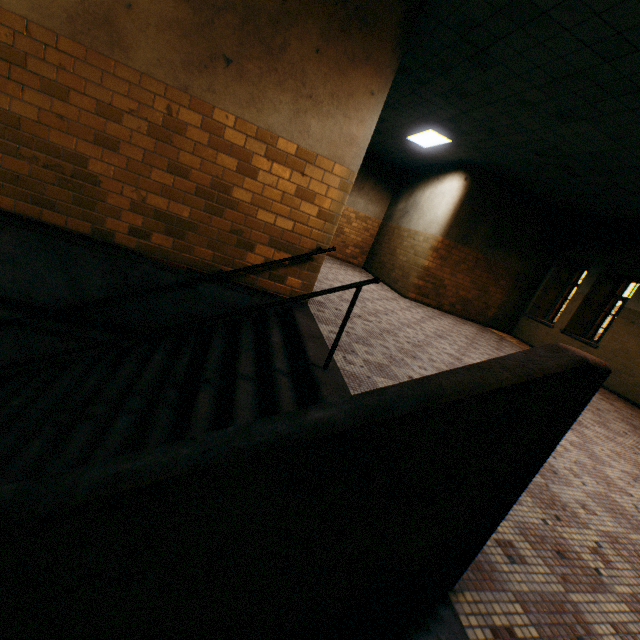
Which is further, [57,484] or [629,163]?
[629,163]

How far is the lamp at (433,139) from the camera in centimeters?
758cm

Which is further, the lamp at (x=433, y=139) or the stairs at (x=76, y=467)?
the lamp at (x=433, y=139)

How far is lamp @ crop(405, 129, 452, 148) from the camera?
7.58m

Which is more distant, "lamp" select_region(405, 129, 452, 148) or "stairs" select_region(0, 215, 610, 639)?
"lamp" select_region(405, 129, 452, 148)

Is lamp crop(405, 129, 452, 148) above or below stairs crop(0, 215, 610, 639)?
→ above
